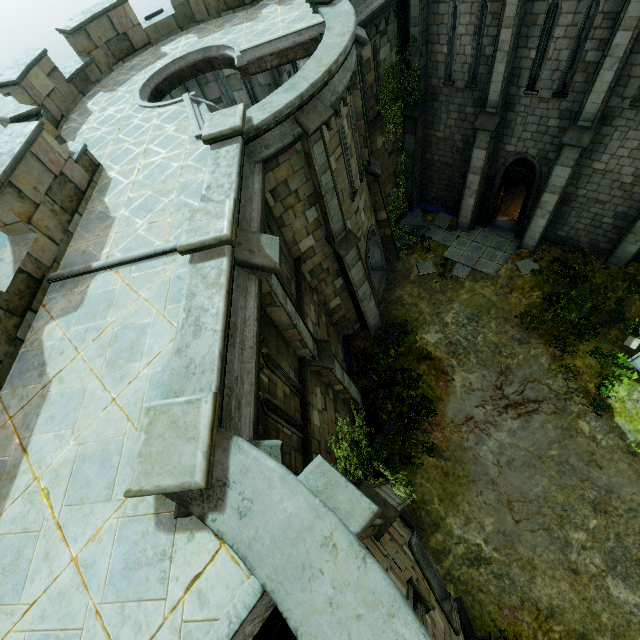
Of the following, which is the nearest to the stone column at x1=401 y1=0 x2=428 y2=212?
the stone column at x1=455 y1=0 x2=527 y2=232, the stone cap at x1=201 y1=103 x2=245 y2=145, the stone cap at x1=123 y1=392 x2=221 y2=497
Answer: the stone column at x1=455 y1=0 x2=527 y2=232

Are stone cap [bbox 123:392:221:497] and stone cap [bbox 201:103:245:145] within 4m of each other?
no

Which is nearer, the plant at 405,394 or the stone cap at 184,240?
the stone cap at 184,240

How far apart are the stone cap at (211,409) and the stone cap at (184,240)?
2.42m

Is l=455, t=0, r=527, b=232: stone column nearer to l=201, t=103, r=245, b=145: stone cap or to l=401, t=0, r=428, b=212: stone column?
l=401, t=0, r=428, b=212: stone column

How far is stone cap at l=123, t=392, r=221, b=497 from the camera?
3.19m

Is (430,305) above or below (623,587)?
below

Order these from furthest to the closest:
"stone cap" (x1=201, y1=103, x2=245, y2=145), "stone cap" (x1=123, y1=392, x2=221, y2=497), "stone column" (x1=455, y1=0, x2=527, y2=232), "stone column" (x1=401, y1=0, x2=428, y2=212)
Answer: "stone column" (x1=401, y1=0, x2=428, y2=212) < "stone column" (x1=455, y1=0, x2=527, y2=232) < "stone cap" (x1=201, y1=103, x2=245, y2=145) < "stone cap" (x1=123, y1=392, x2=221, y2=497)
